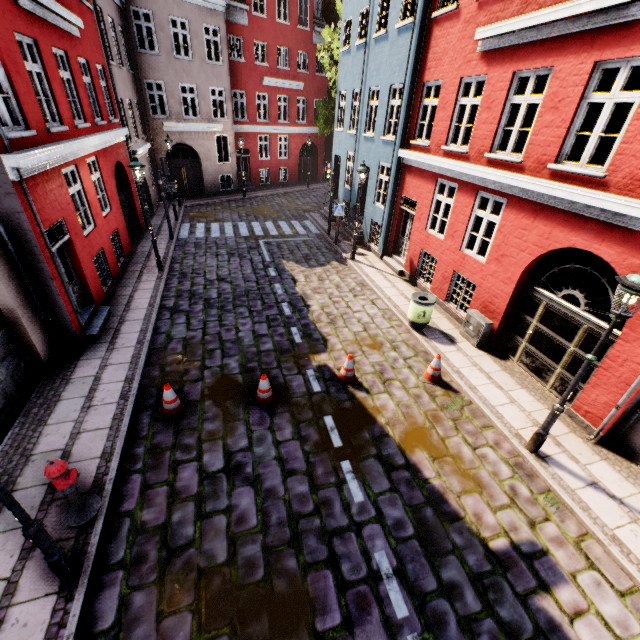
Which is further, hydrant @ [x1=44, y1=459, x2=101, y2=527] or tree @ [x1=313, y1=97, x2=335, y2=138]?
tree @ [x1=313, y1=97, x2=335, y2=138]

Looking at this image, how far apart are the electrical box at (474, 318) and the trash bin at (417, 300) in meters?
0.9 m

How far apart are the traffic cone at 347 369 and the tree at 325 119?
18.2 meters

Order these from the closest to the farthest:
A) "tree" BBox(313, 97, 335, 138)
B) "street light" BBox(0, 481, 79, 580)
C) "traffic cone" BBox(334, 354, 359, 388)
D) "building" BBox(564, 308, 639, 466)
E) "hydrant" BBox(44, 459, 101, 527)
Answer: "street light" BBox(0, 481, 79, 580)
"hydrant" BBox(44, 459, 101, 527)
"building" BBox(564, 308, 639, 466)
"traffic cone" BBox(334, 354, 359, 388)
"tree" BBox(313, 97, 335, 138)

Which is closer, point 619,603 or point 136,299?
point 619,603

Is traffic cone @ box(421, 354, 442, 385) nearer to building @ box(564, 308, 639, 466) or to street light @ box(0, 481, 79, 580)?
building @ box(564, 308, 639, 466)

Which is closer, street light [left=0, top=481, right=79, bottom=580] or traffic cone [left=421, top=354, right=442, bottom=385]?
street light [left=0, top=481, right=79, bottom=580]

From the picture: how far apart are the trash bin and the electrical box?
0.9 meters
